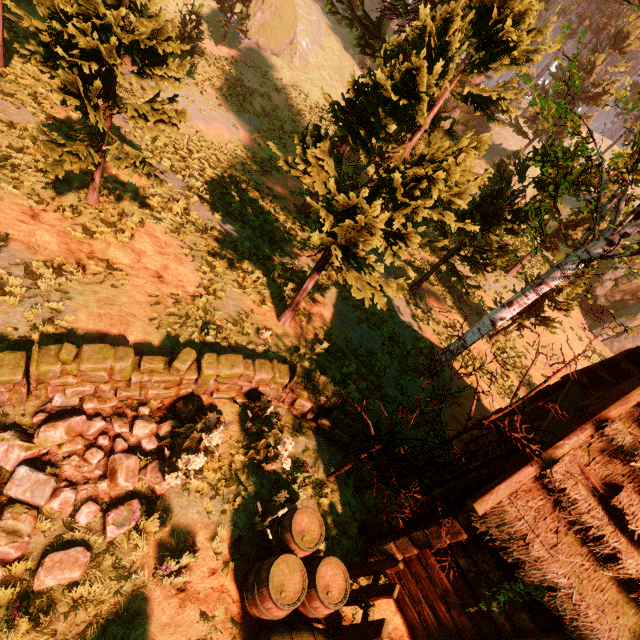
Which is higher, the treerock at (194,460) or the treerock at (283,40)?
the treerock at (283,40)

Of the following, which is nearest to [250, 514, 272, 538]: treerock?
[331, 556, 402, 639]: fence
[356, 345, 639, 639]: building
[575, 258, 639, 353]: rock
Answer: [356, 345, 639, 639]: building

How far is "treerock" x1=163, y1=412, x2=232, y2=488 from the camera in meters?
5.0

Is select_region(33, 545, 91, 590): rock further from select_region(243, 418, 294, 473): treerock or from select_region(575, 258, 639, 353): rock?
select_region(575, 258, 639, 353): rock

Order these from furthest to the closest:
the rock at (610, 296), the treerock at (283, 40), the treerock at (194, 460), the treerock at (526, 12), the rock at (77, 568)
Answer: the treerock at (283, 40) → the rock at (610, 296) → the treerock at (526, 12) → the treerock at (194, 460) → the rock at (77, 568)

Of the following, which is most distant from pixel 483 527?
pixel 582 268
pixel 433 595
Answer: pixel 582 268

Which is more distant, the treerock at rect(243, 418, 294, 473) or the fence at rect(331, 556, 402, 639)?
the treerock at rect(243, 418, 294, 473)

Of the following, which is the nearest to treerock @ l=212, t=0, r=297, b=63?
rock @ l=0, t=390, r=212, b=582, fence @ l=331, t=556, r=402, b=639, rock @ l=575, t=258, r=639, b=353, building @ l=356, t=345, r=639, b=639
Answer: building @ l=356, t=345, r=639, b=639
